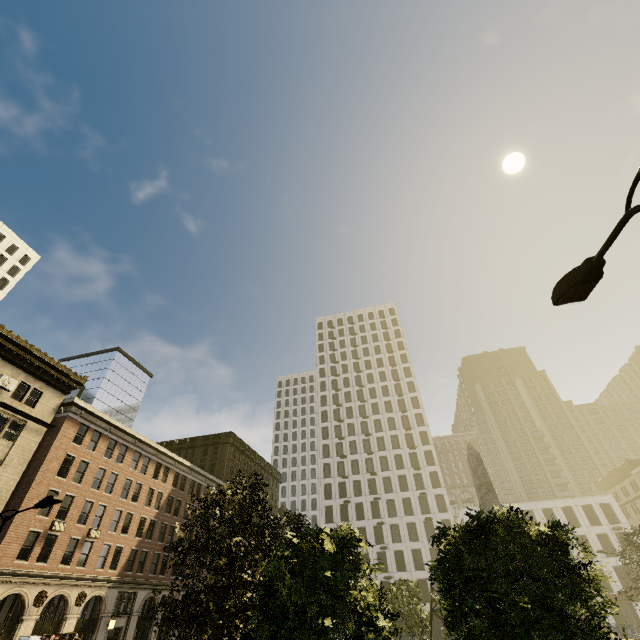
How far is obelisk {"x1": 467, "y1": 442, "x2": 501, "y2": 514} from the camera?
19.6m

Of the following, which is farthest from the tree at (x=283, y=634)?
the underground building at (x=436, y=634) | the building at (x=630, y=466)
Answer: the building at (x=630, y=466)

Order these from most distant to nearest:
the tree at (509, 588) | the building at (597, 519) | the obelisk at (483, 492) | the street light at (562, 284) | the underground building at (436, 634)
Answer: the building at (597, 519) → the underground building at (436, 634) → the obelisk at (483, 492) → the tree at (509, 588) → the street light at (562, 284)

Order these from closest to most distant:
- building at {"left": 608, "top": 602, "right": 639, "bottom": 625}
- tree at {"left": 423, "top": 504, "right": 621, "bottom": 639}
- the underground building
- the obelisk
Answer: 1. tree at {"left": 423, "top": 504, "right": 621, "bottom": 639}
2. the obelisk
3. the underground building
4. building at {"left": 608, "top": 602, "right": 639, "bottom": 625}

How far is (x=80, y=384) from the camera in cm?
3167

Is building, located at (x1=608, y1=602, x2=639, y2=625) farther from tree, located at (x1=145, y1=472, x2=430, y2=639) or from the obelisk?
the obelisk

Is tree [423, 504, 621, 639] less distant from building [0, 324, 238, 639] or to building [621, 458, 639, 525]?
building [0, 324, 238, 639]

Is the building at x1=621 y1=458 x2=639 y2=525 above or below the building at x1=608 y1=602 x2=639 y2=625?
above
